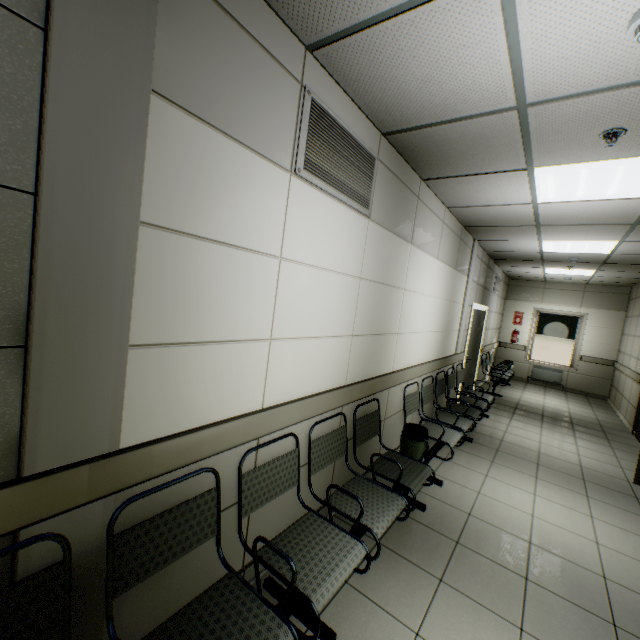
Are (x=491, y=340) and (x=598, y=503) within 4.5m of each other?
no

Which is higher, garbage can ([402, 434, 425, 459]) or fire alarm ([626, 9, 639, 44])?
fire alarm ([626, 9, 639, 44])

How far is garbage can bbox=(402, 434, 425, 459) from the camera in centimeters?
335cm

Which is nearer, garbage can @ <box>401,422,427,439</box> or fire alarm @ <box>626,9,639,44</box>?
fire alarm @ <box>626,9,639,44</box>

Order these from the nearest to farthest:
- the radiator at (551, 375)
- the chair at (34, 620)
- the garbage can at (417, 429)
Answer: the chair at (34, 620) < the garbage can at (417, 429) < the radiator at (551, 375)

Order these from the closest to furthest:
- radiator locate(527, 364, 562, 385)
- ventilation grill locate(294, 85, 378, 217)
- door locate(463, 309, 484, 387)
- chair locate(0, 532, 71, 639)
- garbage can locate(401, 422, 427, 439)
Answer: chair locate(0, 532, 71, 639)
ventilation grill locate(294, 85, 378, 217)
garbage can locate(401, 422, 427, 439)
door locate(463, 309, 484, 387)
radiator locate(527, 364, 562, 385)

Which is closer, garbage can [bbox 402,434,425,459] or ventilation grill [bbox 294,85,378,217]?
ventilation grill [bbox 294,85,378,217]

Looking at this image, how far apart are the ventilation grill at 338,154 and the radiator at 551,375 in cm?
1023
